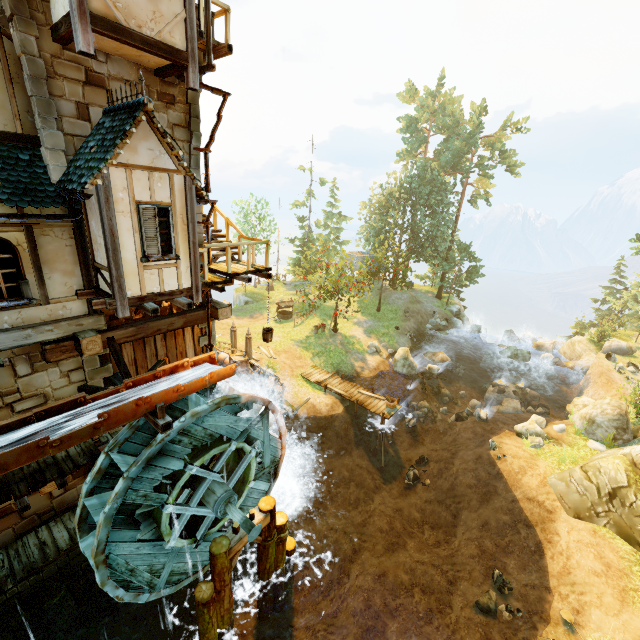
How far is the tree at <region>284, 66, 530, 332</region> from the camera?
33.0 meters

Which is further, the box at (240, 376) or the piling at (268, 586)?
the box at (240, 376)

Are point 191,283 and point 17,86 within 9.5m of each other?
yes

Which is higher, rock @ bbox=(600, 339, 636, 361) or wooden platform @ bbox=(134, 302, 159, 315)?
wooden platform @ bbox=(134, 302, 159, 315)

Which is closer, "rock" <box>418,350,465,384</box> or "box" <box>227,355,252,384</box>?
"box" <box>227,355,252,384</box>

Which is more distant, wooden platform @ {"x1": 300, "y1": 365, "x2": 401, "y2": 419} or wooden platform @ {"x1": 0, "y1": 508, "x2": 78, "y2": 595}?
wooden platform @ {"x1": 300, "y1": 365, "x2": 401, "y2": 419}

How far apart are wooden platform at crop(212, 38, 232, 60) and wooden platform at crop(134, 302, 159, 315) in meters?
5.8

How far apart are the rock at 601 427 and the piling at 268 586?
16.27m
